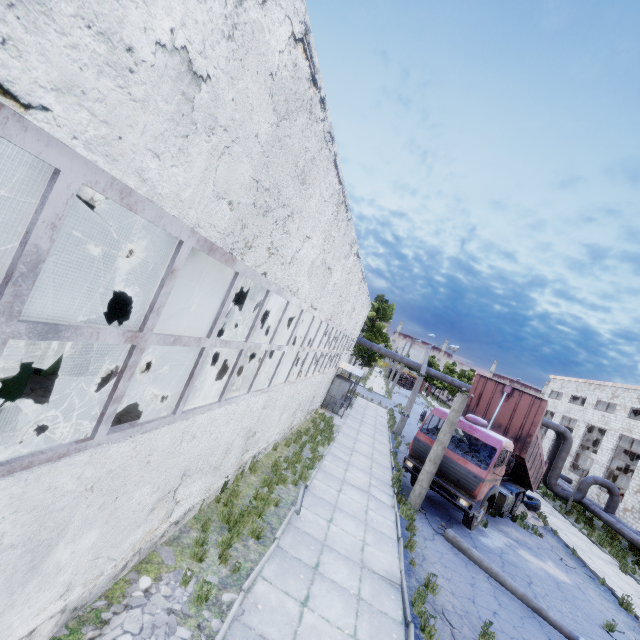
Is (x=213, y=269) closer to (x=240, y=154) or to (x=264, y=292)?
(x=264, y=292)

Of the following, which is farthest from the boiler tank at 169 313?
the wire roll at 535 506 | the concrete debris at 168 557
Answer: the wire roll at 535 506

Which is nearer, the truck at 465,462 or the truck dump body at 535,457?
the truck at 465,462

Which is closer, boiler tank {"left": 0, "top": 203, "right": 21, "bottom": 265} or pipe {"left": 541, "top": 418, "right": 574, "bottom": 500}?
boiler tank {"left": 0, "top": 203, "right": 21, "bottom": 265}

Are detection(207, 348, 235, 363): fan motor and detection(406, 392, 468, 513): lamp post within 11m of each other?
no

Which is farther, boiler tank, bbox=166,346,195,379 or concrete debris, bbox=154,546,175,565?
boiler tank, bbox=166,346,195,379

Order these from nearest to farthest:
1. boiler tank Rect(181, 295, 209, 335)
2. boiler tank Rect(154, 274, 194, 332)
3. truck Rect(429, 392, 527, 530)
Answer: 1. truck Rect(429, 392, 527, 530)
2. boiler tank Rect(154, 274, 194, 332)
3. boiler tank Rect(181, 295, 209, 335)

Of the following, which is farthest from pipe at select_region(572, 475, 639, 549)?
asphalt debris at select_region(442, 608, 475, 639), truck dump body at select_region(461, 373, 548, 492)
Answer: asphalt debris at select_region(442, 608, 475, 639)
